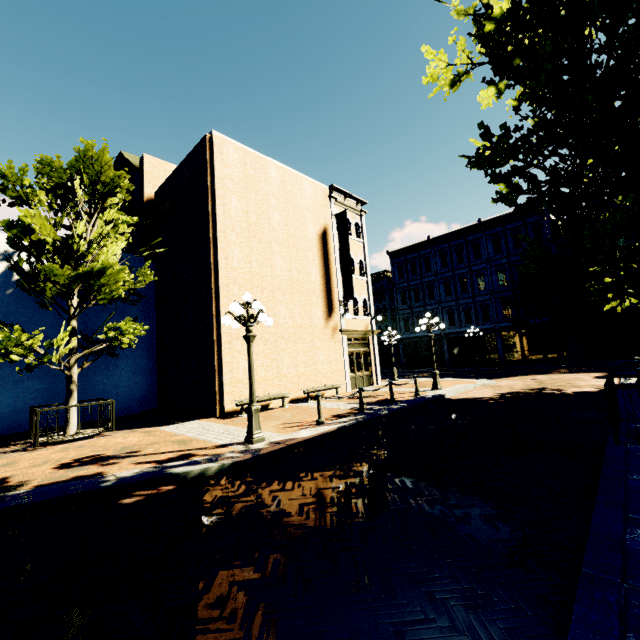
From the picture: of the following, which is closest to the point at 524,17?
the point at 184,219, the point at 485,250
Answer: the point at 184,219

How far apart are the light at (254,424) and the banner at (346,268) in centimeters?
921cm

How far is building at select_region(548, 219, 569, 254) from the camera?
25.4 meters

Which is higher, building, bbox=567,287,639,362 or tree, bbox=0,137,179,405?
tree, bbox=0,137,179,405

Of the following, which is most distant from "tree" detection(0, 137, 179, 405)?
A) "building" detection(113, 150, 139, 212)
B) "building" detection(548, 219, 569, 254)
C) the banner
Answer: the banner

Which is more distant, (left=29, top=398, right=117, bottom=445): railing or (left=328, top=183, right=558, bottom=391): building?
(left=328, top=183, right=558, bottom=391): building

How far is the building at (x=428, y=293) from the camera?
19.4 meters

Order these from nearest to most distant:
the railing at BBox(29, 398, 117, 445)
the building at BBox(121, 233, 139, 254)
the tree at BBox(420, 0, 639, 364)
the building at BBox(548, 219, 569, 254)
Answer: the tree at BBox(420, 0, 639, 364) < the railing at BBox(29, 398, 117, 445) < the building at BBox(121, 233, 139, 254) < the building at BBox(548, 219, 569, 254)
